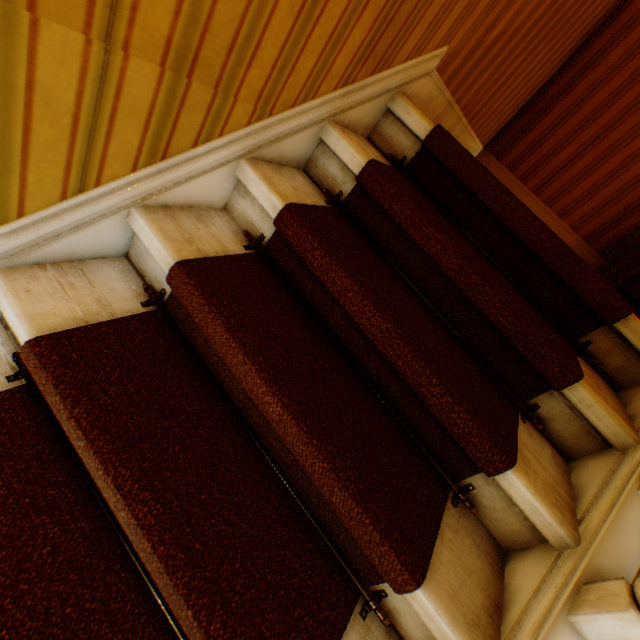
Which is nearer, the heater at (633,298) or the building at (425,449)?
the building at (425,449)

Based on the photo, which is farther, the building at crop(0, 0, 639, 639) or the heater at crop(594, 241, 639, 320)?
the heater at crop(594, 241, 639, 320)

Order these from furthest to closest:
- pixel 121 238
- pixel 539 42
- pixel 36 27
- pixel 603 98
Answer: pixel 603 98
pixel 539 42
pixel 121 238
pixel 36 27
